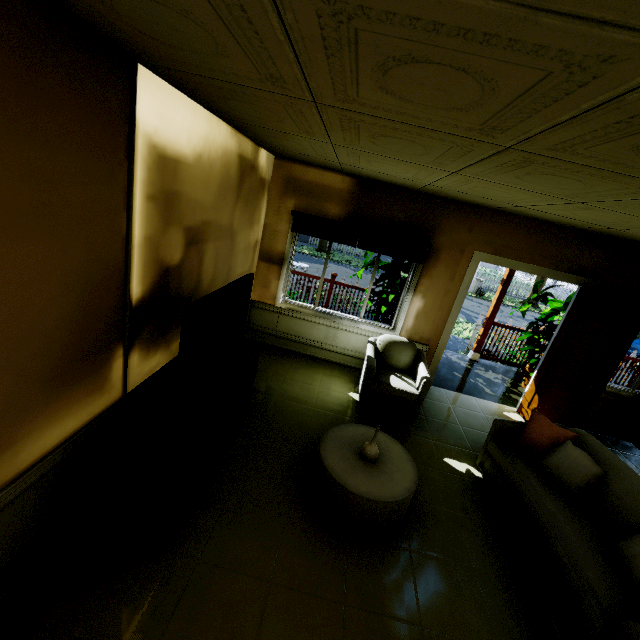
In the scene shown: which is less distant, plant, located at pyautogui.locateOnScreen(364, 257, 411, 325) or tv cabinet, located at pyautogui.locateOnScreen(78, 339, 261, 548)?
tv cabinet, located at pyautogui.locateOnScreen(78, 339, 261, 548)

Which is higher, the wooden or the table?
the wooden

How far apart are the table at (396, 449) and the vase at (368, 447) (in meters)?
0.02

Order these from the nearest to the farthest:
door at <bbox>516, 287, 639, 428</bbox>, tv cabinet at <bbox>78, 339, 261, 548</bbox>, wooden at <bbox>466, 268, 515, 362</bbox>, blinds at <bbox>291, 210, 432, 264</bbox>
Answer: tv cabinet at <bbox>78, 339, 261, 548</bbox> → door at <bbox>516, 287, 639, 428</bbox> → blinds at <bbox>291, 210, 432, 264</bbox> → wooden at <bbox>466, 268, 515, 362</bbox>

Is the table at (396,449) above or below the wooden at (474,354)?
below

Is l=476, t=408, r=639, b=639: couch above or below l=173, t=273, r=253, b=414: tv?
below

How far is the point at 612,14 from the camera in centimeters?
64cm

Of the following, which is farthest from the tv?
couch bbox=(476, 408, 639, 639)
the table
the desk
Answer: the desk
